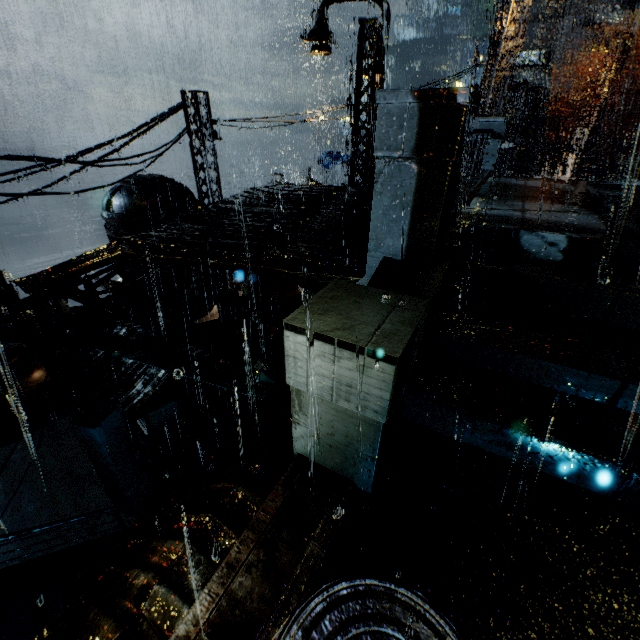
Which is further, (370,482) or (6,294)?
(6,294)

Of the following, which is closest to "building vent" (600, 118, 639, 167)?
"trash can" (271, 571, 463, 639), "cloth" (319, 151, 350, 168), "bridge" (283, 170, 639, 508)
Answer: "cloth" (319, 151, 350, 168)

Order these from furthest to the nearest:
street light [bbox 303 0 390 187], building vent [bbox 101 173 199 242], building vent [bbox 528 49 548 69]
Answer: building vent [bbox 528 49 548 69] < building vent [bbox 101 173 199 242] < street light [bbox 303 0 390 187]

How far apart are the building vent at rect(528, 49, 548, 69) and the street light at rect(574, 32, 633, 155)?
35.6m

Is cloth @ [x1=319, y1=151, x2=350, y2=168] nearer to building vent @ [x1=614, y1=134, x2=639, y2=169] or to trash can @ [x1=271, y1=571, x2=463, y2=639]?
building vent @ [x1=614, y1=134, x2=639, y2=169]

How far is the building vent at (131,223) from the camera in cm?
1362

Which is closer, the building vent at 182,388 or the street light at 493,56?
the street light at 493,56

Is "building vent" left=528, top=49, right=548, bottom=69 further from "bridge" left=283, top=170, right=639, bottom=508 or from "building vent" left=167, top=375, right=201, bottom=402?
"building vent" left=167, top=375, right=201, bottom=402
